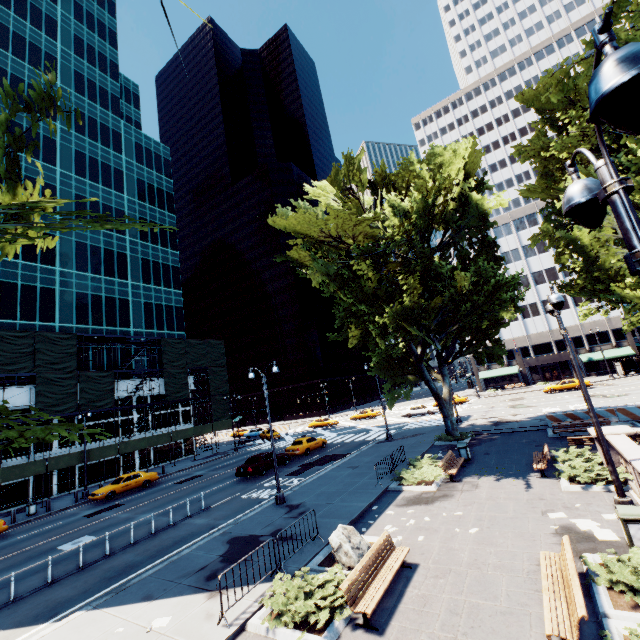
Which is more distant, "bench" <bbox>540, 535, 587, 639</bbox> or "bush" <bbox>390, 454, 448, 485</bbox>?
"bush" <bbox>390, 454, 448, 485</bbox>

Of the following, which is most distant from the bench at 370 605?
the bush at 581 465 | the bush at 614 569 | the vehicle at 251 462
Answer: the vehicle at 251 462

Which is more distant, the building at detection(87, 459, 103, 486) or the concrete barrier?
the building at detection(87, 459, 103, 486)

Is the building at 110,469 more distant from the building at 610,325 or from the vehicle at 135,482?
the building at 610,325

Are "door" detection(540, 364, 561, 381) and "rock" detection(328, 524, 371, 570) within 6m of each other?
no

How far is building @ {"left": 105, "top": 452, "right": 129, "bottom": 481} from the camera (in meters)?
35.69

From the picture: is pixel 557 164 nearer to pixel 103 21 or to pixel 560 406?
pixel 560 406

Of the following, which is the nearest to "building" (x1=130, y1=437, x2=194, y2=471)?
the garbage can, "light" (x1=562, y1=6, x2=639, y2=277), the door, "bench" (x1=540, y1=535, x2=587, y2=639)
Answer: "bench" (x1=540, y1=535, x2=587, y2=639)
